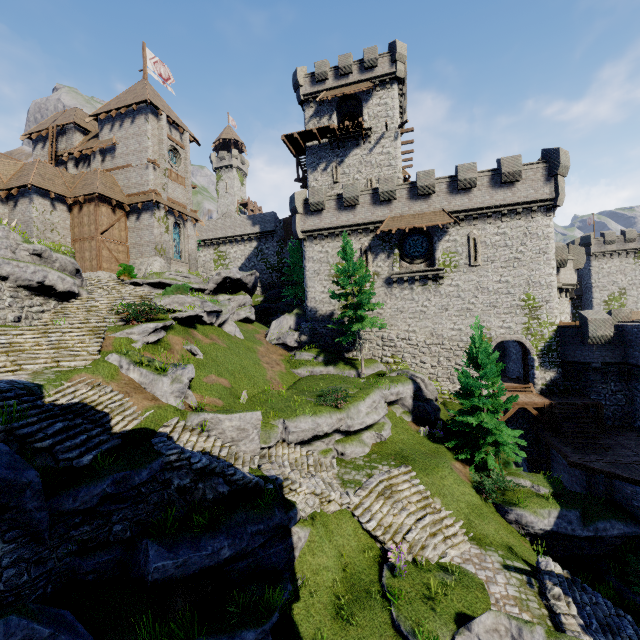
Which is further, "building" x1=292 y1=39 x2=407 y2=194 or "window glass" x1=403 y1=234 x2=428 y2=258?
"building" x1=292 y1=39 x2=407 y2=194

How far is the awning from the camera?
24.78m

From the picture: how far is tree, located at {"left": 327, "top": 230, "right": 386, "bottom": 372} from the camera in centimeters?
2281cm

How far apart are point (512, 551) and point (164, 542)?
13.20m

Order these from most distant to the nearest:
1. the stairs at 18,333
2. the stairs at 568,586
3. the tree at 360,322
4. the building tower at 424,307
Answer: the building tower at 424,307 < the tree at 360,322 < the stairs at 18,333 < the stairs at 568,586

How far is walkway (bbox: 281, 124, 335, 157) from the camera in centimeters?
3206cm

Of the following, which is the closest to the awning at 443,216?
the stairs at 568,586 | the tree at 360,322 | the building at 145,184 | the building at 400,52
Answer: the tree at 360,322

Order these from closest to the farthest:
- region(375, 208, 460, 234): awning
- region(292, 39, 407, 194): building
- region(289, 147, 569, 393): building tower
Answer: region(289, 147, 569, 393): building tower < region(375, 208, 460, 234): awning < region(292, 39, 407, 194): building
